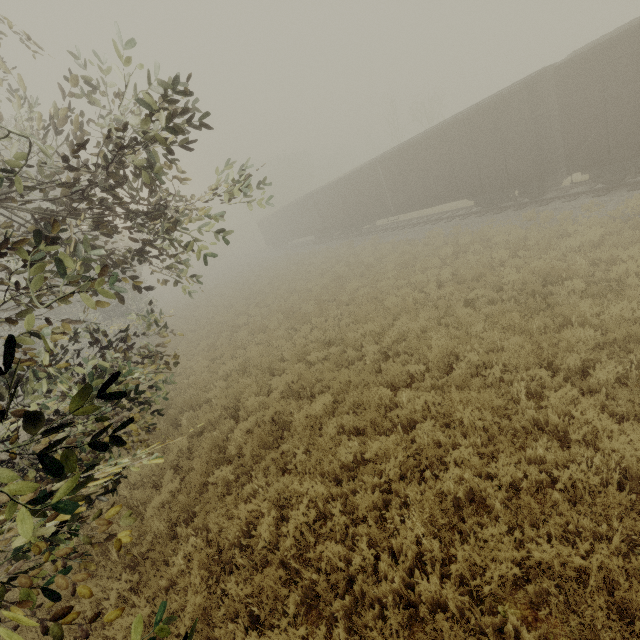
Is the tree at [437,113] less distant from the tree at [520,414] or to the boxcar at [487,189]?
the boxcar at [487,189]

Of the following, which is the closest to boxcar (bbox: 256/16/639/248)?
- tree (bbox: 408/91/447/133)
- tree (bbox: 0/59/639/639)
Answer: tree (bbox: 0/59/639/639)

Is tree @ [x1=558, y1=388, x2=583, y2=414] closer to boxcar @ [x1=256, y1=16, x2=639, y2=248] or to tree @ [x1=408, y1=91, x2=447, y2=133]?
boxcar @ [x1=256, y1=16, x2=639, y2=248]

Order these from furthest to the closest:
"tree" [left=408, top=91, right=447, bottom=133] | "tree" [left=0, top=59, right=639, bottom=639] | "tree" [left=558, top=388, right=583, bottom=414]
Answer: "tree" [left=408, top=91, right=447, bottom=133], "tree" [left=558, top=388, right=583, bottom=414], "tree" [left=0, top=59, right=639, bottom=639]

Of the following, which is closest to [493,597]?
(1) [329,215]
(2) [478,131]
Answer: (2) [478,131]

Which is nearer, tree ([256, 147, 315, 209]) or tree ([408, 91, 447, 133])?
tree ([256, 147, 315, 209])

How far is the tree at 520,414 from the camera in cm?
516
